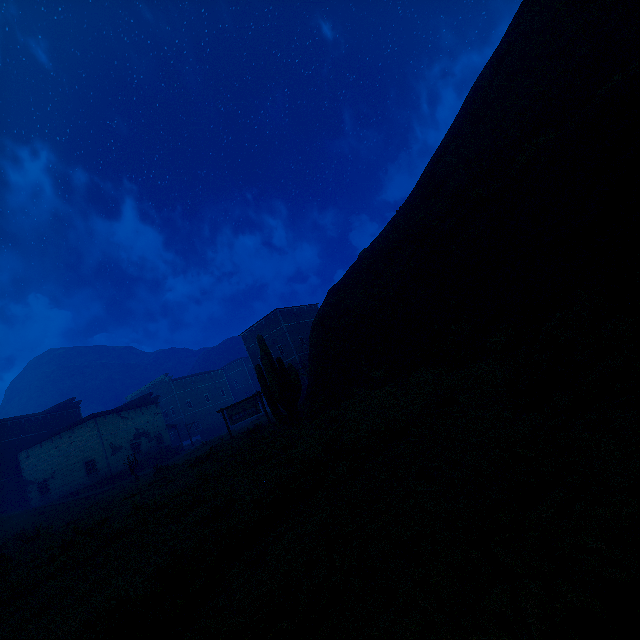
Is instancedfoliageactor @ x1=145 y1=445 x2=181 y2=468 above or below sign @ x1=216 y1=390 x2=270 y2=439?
below

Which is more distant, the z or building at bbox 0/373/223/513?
building at bbox 0/373/223/513

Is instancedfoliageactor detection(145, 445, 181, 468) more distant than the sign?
Yes

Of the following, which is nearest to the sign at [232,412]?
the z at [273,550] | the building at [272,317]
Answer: the z at [273,550]

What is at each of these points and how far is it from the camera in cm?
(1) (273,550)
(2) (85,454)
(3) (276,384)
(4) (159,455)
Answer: (1) z, 337
(2) building, 3309
(3) instancedfoliageactor, 1300
(4) instancedfoliageactor, 3619

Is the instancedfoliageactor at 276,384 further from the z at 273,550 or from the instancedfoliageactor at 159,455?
the instancedfoliageactor at 159,455

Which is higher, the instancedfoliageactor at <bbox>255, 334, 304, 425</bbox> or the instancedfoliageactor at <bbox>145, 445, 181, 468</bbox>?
the instancedfoliageactor at <bbox>255, 334, 304, 425</bbox>
